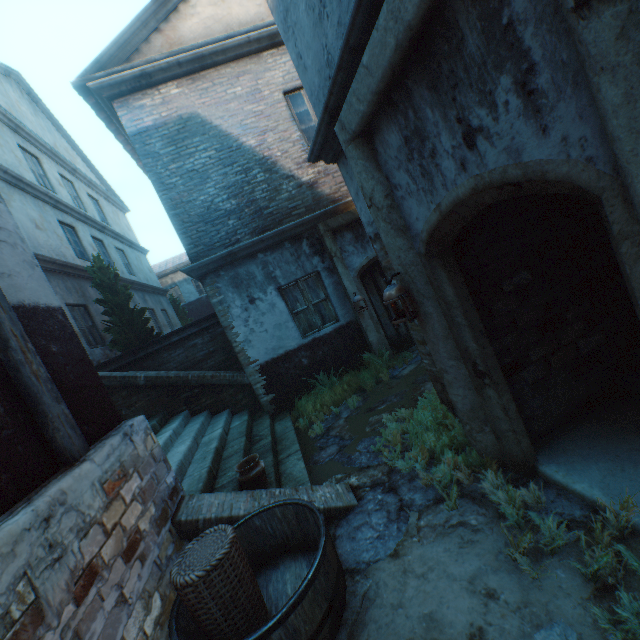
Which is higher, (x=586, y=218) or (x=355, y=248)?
(x=355, y=248)

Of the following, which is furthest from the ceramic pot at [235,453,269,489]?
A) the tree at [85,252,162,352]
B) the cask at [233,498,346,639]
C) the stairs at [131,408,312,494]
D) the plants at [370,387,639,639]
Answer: the tree at [85,252,162,352]

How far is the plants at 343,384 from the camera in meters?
6.3

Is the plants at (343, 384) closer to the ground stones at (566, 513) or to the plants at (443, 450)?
the ground stones at (566, 513)

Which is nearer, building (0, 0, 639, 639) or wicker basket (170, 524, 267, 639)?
building (0, 0, 639, 639)

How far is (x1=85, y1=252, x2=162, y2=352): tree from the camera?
8.7m

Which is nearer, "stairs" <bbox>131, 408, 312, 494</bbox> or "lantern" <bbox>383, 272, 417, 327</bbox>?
"lantern" <bbox>383, 272, 417, 327</bbox>

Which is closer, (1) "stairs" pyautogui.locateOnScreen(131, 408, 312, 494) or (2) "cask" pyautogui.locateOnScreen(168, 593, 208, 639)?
(2) "cask" pyautogui.locateOnScreen(168, 593, 208, 639)
